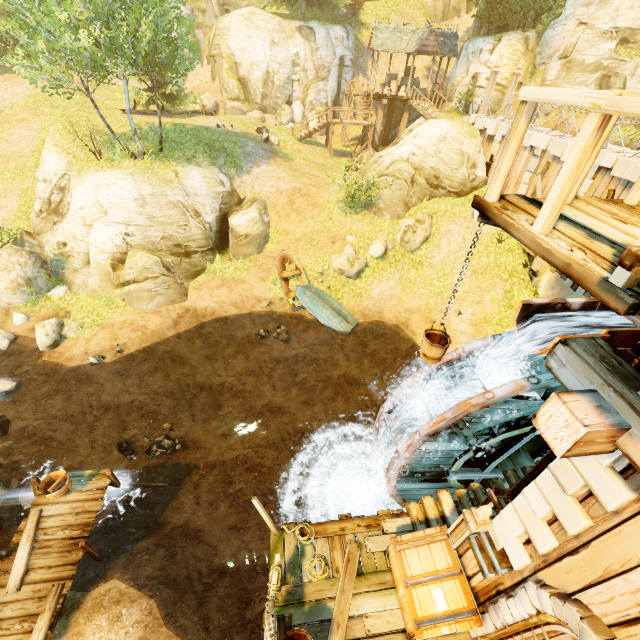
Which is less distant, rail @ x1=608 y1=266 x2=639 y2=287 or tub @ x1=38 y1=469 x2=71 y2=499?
rail @ x1=608 y1=266 x2=639 y2=287

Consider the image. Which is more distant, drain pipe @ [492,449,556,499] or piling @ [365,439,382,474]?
piling @ [365,439,382,474]

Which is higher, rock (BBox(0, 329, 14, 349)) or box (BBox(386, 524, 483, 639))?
box (BBox(386, 524, 483, 639))

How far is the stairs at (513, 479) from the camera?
7.1m

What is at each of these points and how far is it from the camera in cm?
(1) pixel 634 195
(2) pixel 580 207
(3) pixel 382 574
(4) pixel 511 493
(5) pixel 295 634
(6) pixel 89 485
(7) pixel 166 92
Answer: (1) rail, 332
(2) wooden platform, 319
(3) wooden platform, 655
(4) drain pipe, 532
(5) basket, 537
(6) wooden platform, 936
(7) tree, 2314

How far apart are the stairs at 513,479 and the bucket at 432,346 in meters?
4.2

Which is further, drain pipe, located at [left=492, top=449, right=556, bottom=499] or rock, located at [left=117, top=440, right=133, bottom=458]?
rock, located at [left=117, top=440, right=133, bottom=458]

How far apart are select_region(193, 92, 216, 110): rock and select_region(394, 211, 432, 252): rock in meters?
21.9 m
